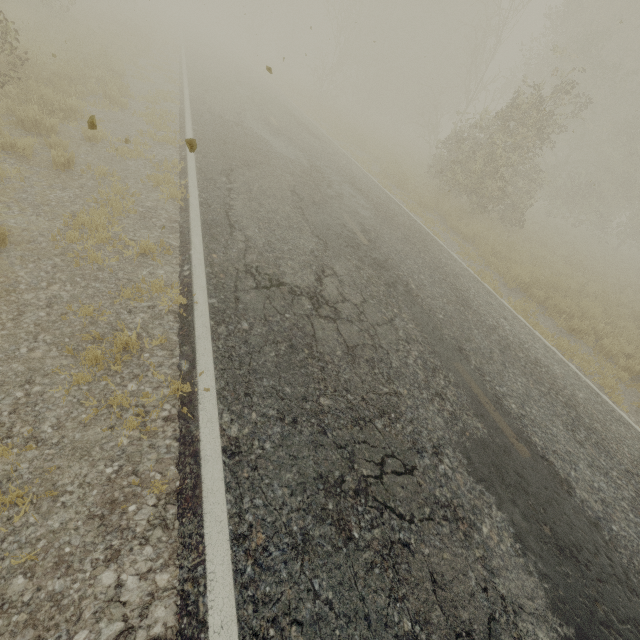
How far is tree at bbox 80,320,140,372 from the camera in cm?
303

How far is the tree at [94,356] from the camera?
3.0 meters

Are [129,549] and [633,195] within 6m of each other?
no
